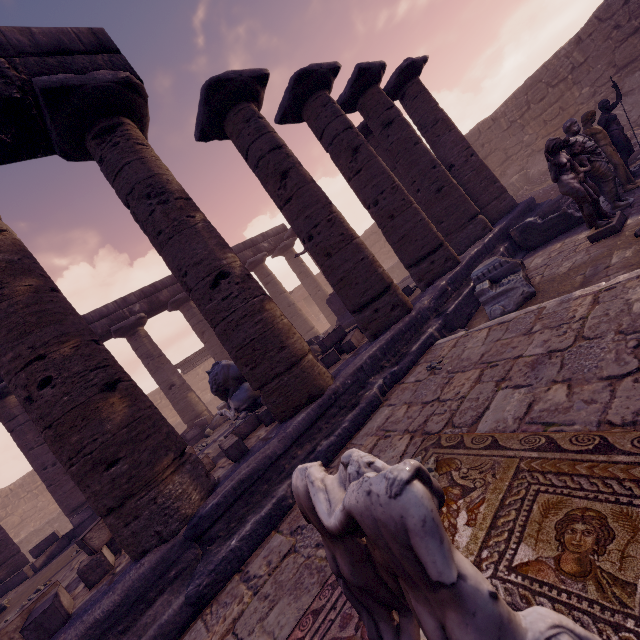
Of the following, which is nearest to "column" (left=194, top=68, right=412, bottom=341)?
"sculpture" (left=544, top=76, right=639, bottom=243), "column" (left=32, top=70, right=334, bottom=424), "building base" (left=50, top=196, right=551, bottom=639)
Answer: "building base" (left=50, top=196, right=551, bottom=639)

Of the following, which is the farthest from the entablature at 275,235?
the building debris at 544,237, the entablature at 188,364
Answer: the building debris at 544,237

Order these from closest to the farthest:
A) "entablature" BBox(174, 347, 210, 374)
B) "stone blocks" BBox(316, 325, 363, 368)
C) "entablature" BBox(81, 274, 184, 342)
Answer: "stone blocks" BBox(316, 325, 363, 368), "entablature" BBox(81, 274, 184, 342), "entablature" BBox(174, 347, 210, 374)

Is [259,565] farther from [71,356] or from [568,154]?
[568,154]

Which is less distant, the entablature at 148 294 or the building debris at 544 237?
the building debris at 544 237

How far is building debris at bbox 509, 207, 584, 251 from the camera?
6.97m

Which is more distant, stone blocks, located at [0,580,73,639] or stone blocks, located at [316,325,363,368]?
stone blocks, located at [316,325,363,368]

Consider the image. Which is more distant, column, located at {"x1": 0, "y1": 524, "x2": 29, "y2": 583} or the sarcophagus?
column, located at {"x1": 0, "y1": 524, "x2": 29, "y2": 583}
